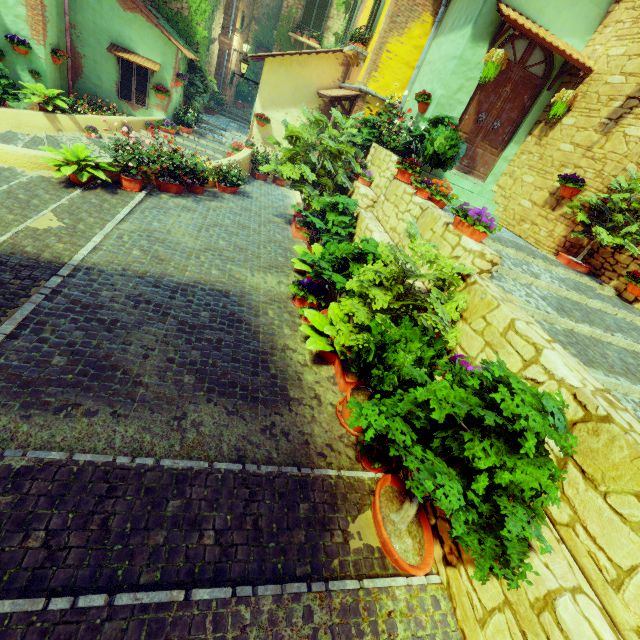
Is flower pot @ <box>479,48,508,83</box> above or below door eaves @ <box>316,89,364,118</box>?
above

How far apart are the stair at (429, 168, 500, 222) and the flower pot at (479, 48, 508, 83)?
1.8 meters

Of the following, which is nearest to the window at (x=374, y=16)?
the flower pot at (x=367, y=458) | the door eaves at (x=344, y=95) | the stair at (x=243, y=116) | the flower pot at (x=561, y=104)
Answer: the door eaves at (x=344, y=95)

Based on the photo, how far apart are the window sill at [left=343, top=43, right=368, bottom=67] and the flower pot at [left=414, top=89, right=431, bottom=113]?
2.8 meters

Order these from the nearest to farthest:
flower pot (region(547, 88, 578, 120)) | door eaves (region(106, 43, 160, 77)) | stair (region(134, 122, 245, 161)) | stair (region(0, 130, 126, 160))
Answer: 1. flower pot (region(547, 88, 578, 120))
2. stair (region(0, 130, 126, 160))
3. door eaves (region(106, 43, 160, 77))
4. stair (region(134, 122, 245, 161))

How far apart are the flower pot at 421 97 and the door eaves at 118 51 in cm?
858

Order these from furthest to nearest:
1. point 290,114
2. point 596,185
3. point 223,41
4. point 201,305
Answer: point 223,41 → point 290,114 → point 596,185 → point 201,305

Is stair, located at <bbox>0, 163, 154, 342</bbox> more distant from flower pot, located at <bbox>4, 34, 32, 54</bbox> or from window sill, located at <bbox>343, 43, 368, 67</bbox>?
window sill, located at <bbox>343, 43, 368, 67</bbox>
